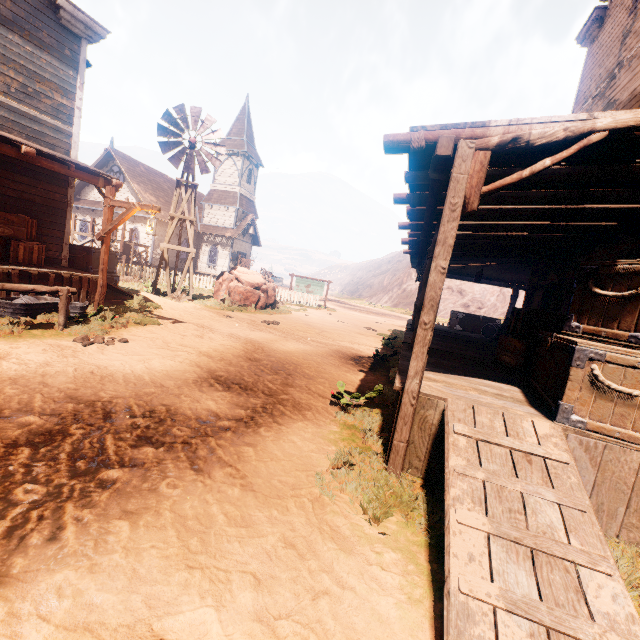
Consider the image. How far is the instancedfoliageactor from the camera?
15.75m

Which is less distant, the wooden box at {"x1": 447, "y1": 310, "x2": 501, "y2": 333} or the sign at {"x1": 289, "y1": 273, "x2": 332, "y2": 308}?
the wooden box at {"x1": 447, "y1": 310, "x2": 501, "y2": 333}

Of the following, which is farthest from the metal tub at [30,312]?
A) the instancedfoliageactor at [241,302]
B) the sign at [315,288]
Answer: the sign at [315,288]

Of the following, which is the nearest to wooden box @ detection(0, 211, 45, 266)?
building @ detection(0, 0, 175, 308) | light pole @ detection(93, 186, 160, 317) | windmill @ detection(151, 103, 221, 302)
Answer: building @ detection(0, 0, 175, 308)

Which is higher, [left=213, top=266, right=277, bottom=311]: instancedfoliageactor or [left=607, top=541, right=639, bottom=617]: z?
[left=213, top=266, right=277, bottom=311]: instancedfoliageactor

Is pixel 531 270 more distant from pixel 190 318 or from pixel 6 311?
pixel 6 311

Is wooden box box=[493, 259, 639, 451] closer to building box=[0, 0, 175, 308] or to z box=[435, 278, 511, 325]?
building box=[0, 0, 175, 308]

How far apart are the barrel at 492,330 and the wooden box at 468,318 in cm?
126
